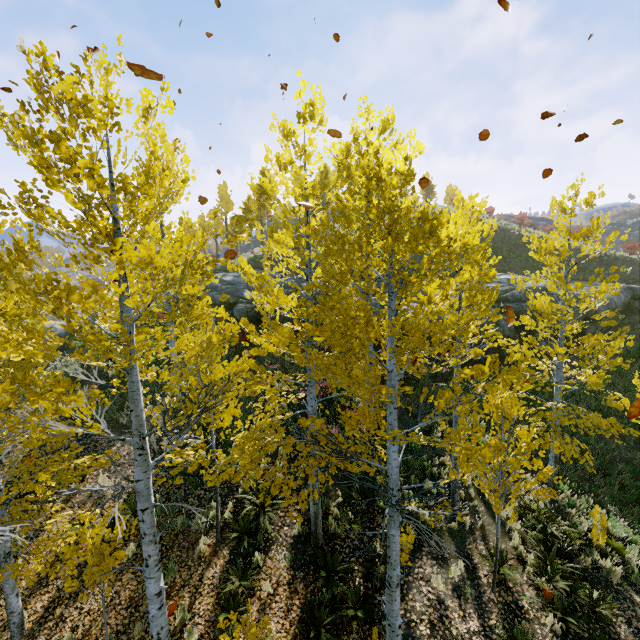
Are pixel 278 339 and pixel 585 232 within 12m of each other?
yes

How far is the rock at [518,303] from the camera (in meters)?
17.71

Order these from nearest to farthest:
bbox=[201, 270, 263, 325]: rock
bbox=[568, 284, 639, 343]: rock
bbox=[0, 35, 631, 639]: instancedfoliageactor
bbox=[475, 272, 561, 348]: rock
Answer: bbox=[0, 35, 631, 639]: instancedfoliageactor
bbox=[475, 272, 561, 348]: rock
bbox=[568, 284, 639, 343]: rock
bbox=[201, 270, 263, 325]: rock

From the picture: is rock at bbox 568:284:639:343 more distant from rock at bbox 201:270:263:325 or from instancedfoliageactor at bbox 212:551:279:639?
Answer: instancedfoliageactor at bbox 212:551:279:639

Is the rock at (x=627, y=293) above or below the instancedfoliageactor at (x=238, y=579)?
above
